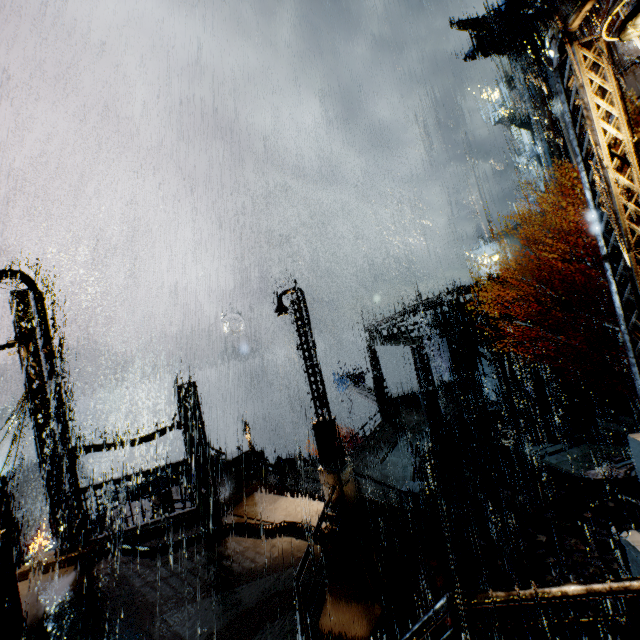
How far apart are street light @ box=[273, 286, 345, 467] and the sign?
23.6m

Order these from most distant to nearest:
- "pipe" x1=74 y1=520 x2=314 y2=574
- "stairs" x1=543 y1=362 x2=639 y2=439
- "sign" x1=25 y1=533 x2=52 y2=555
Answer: "sign" x1=25 y1=533 x2=52 y2=555 < "stairs" x1=543 y1=362 x2=639 y2=439 < "pipe" x1=74 y1=520 x2=314 y2=574

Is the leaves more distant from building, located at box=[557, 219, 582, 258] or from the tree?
building, located at box=[557, 219, 582, 258]

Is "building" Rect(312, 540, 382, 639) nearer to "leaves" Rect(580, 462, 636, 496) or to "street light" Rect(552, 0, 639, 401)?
"street light" Rect(552, 0, 639, 401)

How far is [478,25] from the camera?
33.7 meters

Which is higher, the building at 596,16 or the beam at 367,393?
the building at 596,16

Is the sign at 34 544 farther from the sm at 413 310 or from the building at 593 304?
the sm at 413 310

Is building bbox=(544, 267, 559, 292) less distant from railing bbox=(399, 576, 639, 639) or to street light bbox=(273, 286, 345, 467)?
railing bbox=(399, 576, 639, 639)
